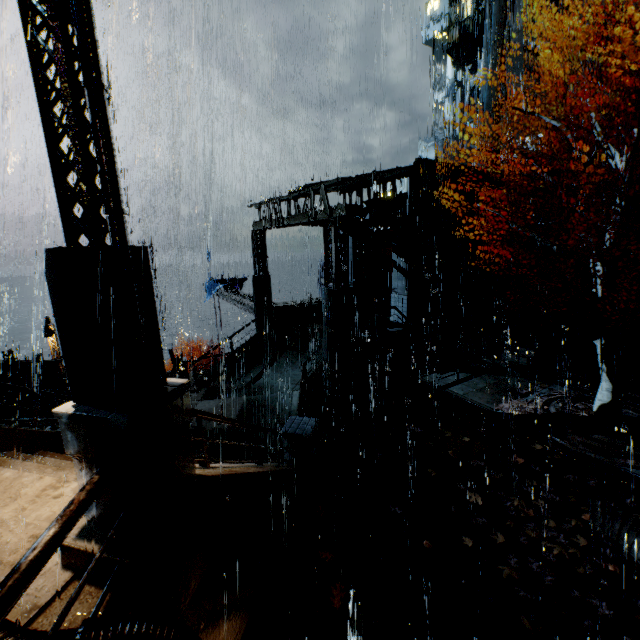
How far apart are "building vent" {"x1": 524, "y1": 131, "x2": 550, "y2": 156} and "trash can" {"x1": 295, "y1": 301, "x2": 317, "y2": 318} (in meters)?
25.63

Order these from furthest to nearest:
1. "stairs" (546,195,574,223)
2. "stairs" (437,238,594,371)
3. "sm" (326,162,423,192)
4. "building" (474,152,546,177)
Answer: "building" (474,152,546,177)
"stairs" (546,195,574,223)
"stairs" (437,238,594,371)
"sm" (326,162,423,192)

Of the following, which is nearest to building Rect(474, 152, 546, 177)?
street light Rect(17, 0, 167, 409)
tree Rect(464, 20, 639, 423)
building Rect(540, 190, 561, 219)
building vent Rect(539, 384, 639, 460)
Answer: building Rect(540, 190, 561, 219)

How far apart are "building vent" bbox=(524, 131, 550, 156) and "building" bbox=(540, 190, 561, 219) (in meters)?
6.53

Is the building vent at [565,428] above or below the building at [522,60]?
below

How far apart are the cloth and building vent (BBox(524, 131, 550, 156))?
28.9m

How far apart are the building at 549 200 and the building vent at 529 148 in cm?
653

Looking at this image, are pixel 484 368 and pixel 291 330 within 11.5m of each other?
yes
